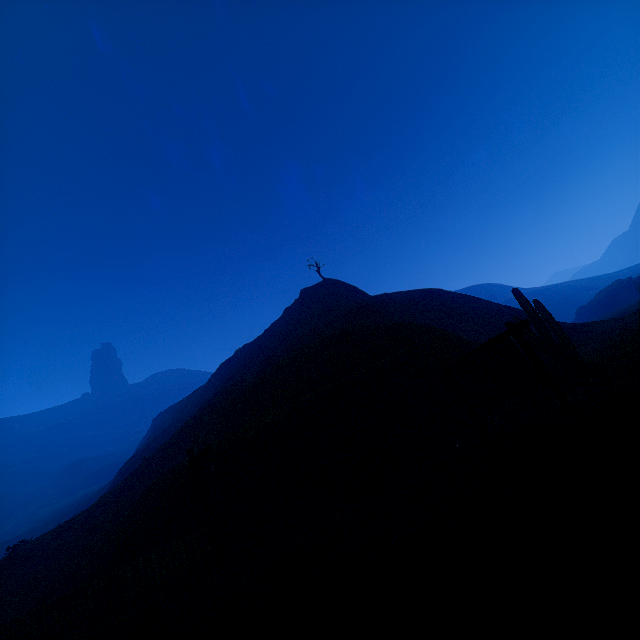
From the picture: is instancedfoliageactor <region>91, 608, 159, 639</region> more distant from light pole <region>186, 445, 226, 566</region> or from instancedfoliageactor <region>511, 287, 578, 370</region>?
instancedfoliageactor <region>511, 287, 578, 370</region>

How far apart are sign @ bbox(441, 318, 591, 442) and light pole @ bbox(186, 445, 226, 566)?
6.49m

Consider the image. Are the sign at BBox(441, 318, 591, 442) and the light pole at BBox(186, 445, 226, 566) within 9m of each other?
yes

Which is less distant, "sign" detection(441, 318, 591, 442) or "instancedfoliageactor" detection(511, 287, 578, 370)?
"sign" detection(441, 318, 591, 442)

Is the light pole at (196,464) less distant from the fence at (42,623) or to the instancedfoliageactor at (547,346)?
the fence at (42,623)

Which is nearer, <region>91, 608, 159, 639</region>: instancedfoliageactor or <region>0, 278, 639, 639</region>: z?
<region>0, 278, 639, 639</region>: z

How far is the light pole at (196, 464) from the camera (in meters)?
8.27

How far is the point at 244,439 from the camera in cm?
1305
